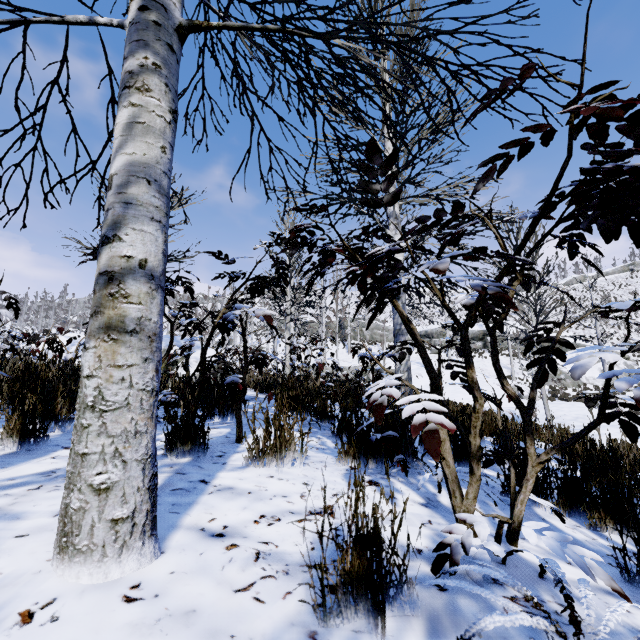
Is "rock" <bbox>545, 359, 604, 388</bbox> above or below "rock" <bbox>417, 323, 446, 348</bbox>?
below

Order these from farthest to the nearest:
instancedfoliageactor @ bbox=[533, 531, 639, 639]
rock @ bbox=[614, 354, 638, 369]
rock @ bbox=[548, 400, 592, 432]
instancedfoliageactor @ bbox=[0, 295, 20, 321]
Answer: rock @ bbox=[614, 354, 638, 369] → rock @ bbox=[548, 400, 592, 432] → instancedfoliageactor @ bbox=[0, 295, 20, 321] → instancedfoliageactor @ bbox=[533, 531, 639, 639]

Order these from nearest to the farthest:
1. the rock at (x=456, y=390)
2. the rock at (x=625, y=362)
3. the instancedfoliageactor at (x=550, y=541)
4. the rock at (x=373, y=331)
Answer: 1. the instancedfoliageactor at (x=550, y=541)
2. the rock at (x=456, y=390)
3. the rock at (x=625, y=362)
4. the rock at (x=373, y=331)

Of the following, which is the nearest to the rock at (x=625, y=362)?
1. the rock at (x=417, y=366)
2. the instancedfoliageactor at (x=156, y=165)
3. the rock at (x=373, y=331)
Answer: the rock at (x=373, y=331)

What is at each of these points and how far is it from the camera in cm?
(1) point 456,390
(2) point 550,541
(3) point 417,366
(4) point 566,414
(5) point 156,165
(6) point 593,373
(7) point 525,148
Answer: (1) rock, 1512
(2) instancedfoliageactor, 96
(3) rock, 3025
(4) rock, 1029
(5) instancedfoliageactor, 105
(6) rock, 2811
(7) instancedfoliageactor, 119

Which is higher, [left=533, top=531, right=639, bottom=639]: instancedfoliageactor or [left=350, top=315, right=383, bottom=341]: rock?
[left=350, top=315, right=383, bottom=341]: rock

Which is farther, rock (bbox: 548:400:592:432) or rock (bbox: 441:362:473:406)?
rock (bbox: 441:362:473:406)

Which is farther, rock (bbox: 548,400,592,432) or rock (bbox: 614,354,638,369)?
rock (bbox: 614,354,638,369)
